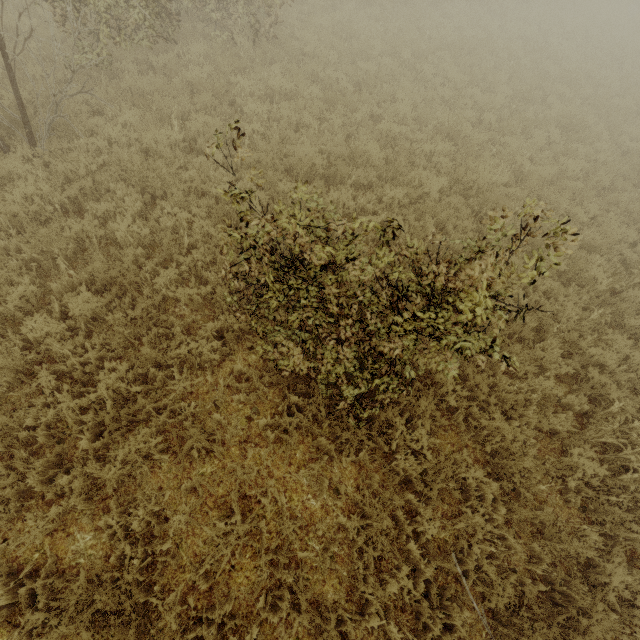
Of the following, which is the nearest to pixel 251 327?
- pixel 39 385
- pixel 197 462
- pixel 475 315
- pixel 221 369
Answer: pixel 221 369
